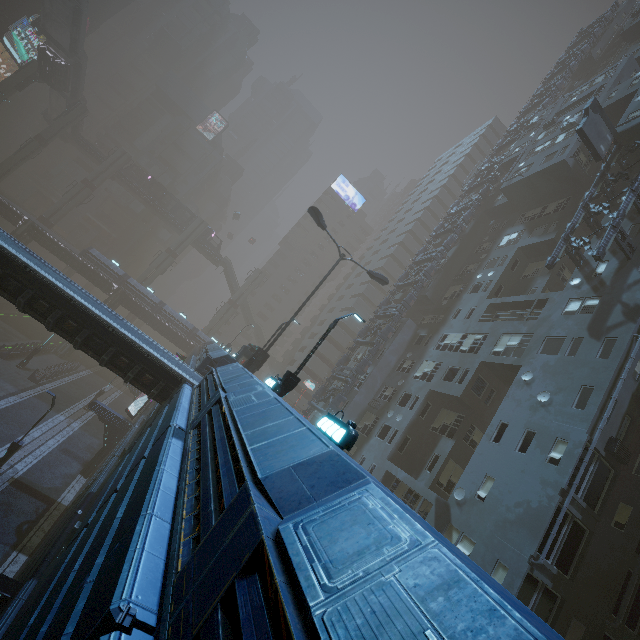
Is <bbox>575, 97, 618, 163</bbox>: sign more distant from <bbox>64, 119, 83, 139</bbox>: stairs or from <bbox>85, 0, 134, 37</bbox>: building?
<bbox>64, 119, 83, 139</bbox>: stairs

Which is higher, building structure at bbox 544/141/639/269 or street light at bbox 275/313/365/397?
building structure at bbox 544/141/639/269

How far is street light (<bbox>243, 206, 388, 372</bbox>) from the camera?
22.2m

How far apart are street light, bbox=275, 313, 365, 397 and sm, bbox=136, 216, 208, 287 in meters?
51.8

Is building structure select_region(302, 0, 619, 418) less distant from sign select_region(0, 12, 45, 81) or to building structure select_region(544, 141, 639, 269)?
building structure select_region(544, 141, 639, 269)

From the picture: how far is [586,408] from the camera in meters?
14.8

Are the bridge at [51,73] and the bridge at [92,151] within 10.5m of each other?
yes

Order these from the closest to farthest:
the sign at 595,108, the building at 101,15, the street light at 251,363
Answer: the sign at 595,108 → the street light at 251,363 → the building at 101,15
